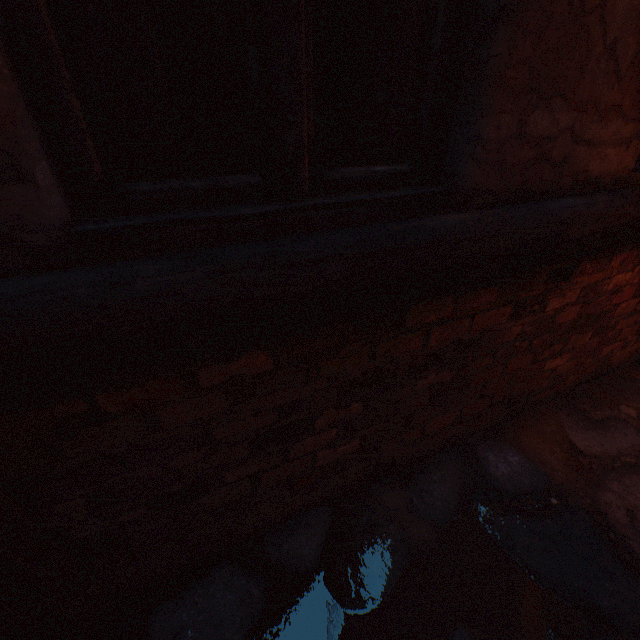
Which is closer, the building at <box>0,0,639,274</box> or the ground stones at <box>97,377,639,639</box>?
the building at <box>0,0,639,274</box>

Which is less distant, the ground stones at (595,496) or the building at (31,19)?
the building at (31,19)

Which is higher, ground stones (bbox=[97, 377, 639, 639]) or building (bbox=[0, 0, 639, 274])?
building (bbox=[0, 0, 639, 274])

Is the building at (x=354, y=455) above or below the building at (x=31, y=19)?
below

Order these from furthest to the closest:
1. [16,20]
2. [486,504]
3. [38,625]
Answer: [486,504] < [38,625] < [16,20]

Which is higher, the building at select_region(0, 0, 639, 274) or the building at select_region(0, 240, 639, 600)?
the building at select_region(0, 0, 639, 274)
